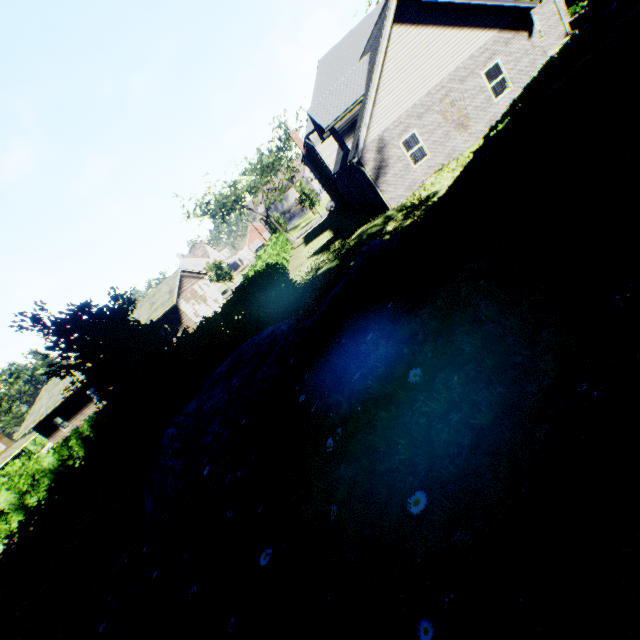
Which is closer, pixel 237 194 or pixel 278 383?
pixel 278 383

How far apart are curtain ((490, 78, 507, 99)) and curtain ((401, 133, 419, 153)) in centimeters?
391cm

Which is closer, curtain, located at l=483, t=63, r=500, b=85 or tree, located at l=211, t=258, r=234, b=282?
curtain, located at l=483, t=63, r=500, b=85

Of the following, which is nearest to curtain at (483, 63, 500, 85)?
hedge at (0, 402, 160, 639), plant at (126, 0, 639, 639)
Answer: plant at (126, 0, 639, 639)

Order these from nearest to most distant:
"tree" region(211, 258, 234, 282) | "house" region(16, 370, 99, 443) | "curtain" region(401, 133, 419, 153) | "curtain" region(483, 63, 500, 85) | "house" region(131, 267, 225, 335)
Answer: "curtain" region(483, 63, 500, 85) < "curtain" region(401, 133, 419, 153) < "house" region(131, 267, 225, 335) < "house" region(16, 370, 99, 443) < "tree" region(211, 258, 234, 282)

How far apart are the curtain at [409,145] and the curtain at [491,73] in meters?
3.9 m

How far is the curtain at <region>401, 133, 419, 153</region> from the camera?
17.02m

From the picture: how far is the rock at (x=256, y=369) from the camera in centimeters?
514cm
